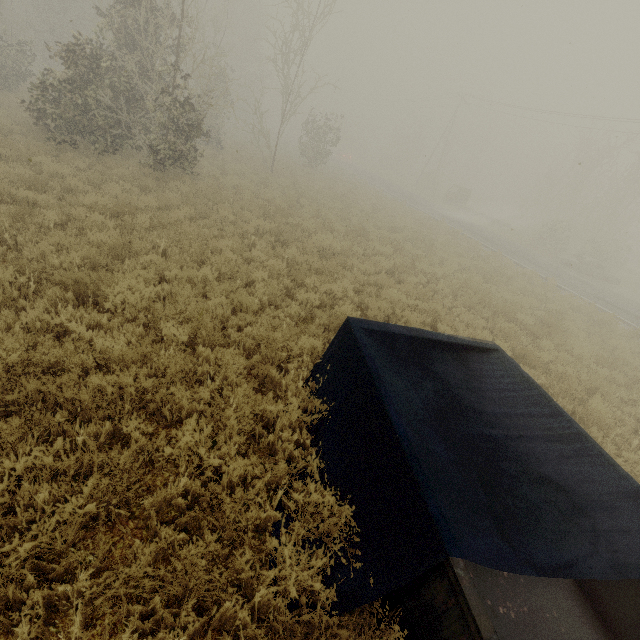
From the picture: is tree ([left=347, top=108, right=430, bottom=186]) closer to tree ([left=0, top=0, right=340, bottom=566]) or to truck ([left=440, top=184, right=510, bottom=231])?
truck ([left=440, top=184, right=510, bottom=231])

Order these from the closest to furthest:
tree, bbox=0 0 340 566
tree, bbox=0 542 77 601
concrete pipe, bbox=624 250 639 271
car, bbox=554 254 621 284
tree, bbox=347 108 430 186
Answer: tree, bbox=0 542 77 601
tree, bbox=0 0 340 566
car, bbox=554 254 621 284
concrete pipe, bbox=624 250 639 271
tree, bbox=347 108 430 186

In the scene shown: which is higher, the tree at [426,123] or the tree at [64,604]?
the tree at [426,123]

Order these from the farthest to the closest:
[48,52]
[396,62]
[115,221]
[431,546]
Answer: [396,62] < [48,52] < [115,221] < [431,546]

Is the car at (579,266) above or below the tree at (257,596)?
above

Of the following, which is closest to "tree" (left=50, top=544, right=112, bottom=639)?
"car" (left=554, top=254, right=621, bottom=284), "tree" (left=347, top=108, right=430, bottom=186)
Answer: "car" (left=554, top=254, right=621, bottom=284)

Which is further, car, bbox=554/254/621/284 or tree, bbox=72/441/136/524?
car, bbox=554/254/621/284
